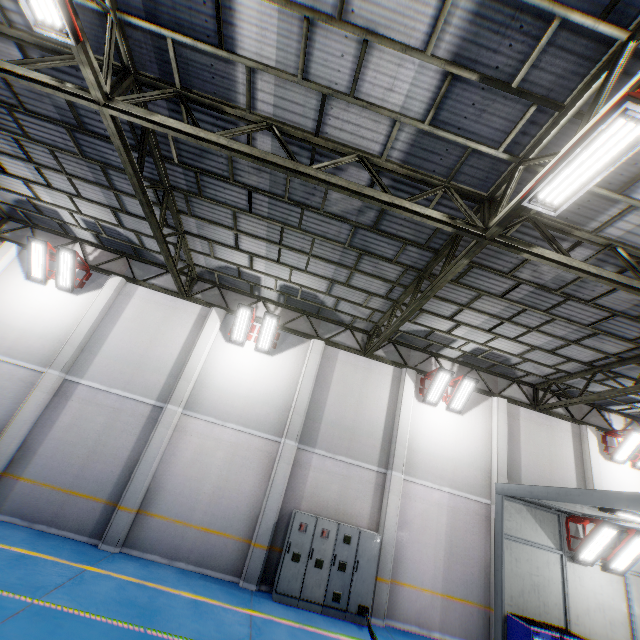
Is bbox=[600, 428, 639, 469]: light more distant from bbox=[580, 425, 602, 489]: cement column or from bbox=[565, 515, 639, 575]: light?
bbox=[565, 515, 639, 575]: light

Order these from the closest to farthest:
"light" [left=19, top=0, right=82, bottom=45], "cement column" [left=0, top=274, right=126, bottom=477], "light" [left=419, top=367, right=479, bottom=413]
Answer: "light" [left=19, top=0, right=82, bottom=45]
"cement column" [left=0, top=274, right=126, bottom=477]
"light" [left=419, top=367, right=479, bottom=413]

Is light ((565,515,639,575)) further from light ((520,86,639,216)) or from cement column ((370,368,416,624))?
light ((520,86,639,216))

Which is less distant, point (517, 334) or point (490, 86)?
point (490, 86)

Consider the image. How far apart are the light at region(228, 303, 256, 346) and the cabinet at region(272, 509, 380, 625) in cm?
572

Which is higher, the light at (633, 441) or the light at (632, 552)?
the light at (633, 441)

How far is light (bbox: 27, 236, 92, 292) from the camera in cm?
1127

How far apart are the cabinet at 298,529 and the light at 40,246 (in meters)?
10.95
